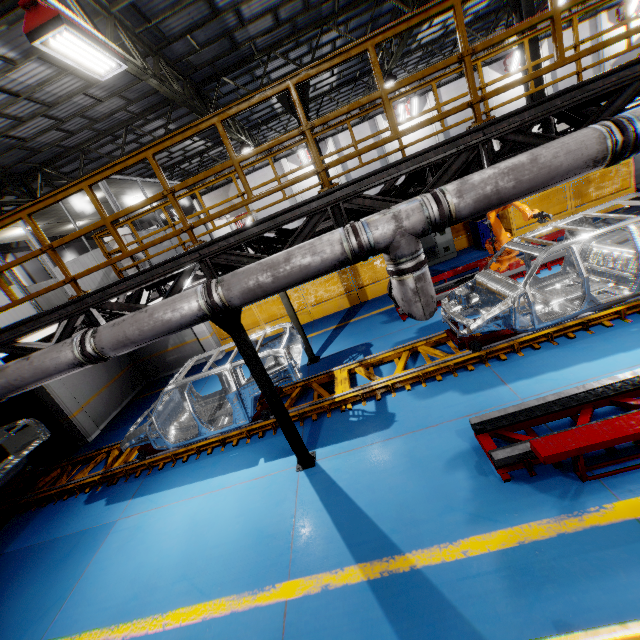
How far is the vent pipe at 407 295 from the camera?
4.0m

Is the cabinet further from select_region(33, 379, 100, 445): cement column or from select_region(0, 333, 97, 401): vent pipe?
select_region(33, 379, 100, 445): cement column

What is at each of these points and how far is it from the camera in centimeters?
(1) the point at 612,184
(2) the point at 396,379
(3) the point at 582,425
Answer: (1) metal panel, 1095cm
(2) platform, 677cm
(3) metal platform, 416cm

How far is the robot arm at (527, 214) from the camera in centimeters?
703cm

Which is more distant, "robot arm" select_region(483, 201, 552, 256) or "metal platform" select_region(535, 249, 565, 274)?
"metal platform" select_region(535, 249, 565, 274)

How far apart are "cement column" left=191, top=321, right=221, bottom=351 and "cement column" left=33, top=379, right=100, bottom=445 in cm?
422

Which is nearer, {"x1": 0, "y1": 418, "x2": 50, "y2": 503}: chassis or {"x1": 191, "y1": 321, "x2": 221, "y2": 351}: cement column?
{"x1": 0, "y1": 418, "x2": 50, "y2": 503}: chassis

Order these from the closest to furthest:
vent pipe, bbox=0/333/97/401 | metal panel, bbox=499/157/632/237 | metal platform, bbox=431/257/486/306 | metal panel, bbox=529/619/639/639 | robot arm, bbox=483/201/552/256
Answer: metal panel, bbox=529/619/639/639 < vent pipe, bbox=0/333/97/401 < robot arm, bbox=483/201/552/256 < metal platform, bbox=431/257/486/306 < metal panel, bbox=499/157/632/237
